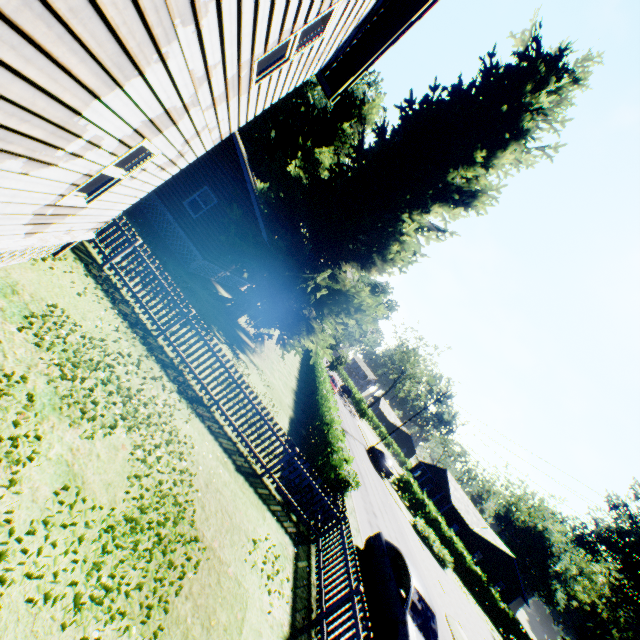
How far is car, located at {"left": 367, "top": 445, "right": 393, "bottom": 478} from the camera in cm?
Answer: 3316

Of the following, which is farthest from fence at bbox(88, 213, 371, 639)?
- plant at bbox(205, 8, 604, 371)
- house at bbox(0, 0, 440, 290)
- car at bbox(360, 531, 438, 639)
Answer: car at bbox(360, 531, 438, 639)

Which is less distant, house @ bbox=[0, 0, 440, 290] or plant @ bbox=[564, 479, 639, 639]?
house @ bbox=[0, 0, 440, 290]

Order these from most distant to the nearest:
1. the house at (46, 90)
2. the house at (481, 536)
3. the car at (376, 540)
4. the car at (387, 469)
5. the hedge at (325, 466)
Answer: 1. the house at (481, 536)
2. the car at (387, 469)
3. the hedge at (325, 466)
4. the car at (376, 540)
5. the house at (46, 90)

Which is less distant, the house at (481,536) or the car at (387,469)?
the car at (387,469)

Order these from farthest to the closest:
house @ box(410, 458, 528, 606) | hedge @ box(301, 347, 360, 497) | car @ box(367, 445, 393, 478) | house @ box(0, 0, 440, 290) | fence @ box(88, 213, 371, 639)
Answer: house @ box(410, 458, 528, 606) → car @ box(367, 445, 393, 478) → hedge @ box(301, 347, 360, 497) → fence @ box(88, 213, 371, 639) → house @ box(0, 0, 440, 290)

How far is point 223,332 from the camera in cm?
1568

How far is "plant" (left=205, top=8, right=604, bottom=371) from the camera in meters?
16.2
